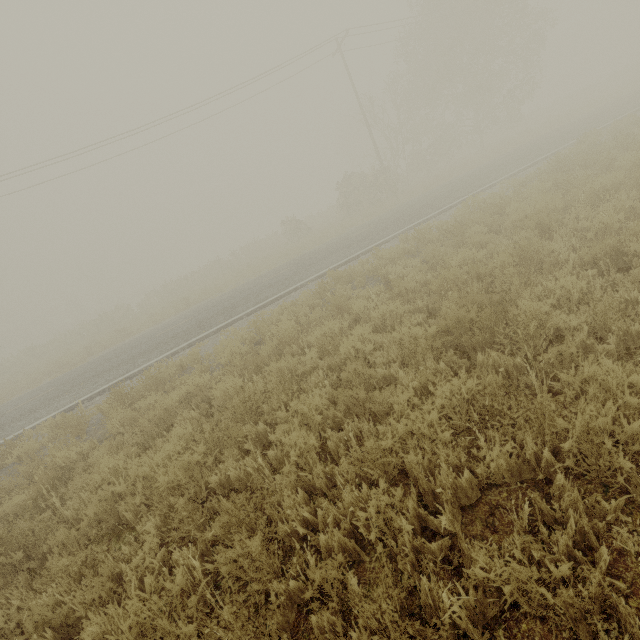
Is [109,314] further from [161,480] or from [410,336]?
[410,336]
